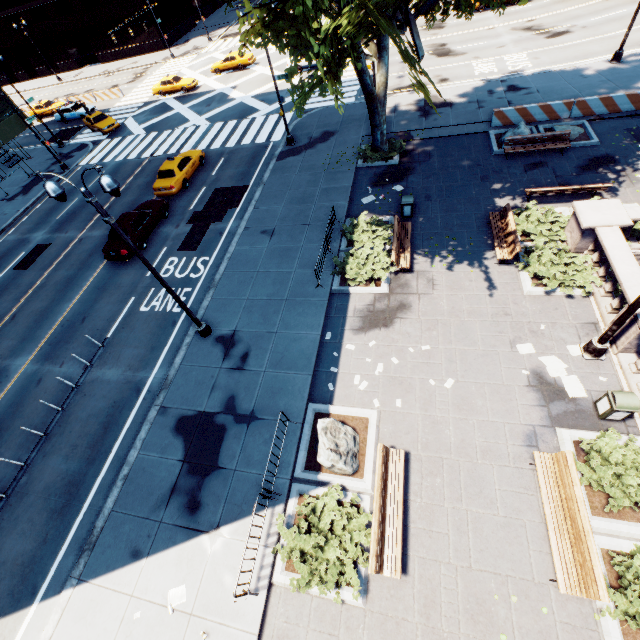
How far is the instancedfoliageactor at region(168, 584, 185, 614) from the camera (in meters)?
8.41

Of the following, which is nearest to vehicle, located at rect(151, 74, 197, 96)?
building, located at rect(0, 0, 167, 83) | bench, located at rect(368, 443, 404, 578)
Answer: building, located at rect(0, 0, 167, 83)

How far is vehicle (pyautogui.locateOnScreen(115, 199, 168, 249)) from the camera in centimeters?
1809cm

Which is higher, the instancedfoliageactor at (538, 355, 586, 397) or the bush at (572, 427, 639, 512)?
the bush at (572, 427, 639, 512)

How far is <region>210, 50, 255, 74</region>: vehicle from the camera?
35.4m

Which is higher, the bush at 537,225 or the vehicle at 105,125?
the vehicle at 105,125

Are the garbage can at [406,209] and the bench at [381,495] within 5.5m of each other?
no

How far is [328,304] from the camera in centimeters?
1364cm
